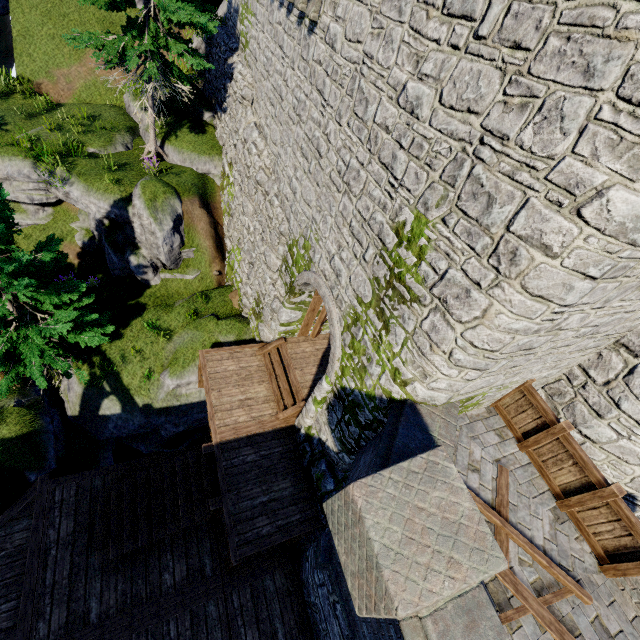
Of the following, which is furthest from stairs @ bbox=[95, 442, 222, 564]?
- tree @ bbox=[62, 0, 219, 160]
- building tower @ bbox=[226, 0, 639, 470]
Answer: tree @ bbox=[62, 0, 219, 160]

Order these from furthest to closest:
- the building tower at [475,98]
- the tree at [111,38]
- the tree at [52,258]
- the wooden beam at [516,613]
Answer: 1. the tree at [111,38]
2. the tree at [52,258]
3. the wooden beam at [516,613]
4. the building tower at [475,98]

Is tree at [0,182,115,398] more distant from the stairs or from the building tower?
the stairs

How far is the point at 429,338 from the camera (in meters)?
5.07

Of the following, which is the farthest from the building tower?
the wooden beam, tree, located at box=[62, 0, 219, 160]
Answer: tree, located at box=[62, 0, 219, 160]

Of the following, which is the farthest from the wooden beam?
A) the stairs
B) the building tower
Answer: the stairs

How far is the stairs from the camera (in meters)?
8.23

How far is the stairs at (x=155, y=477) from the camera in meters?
8.2 m
